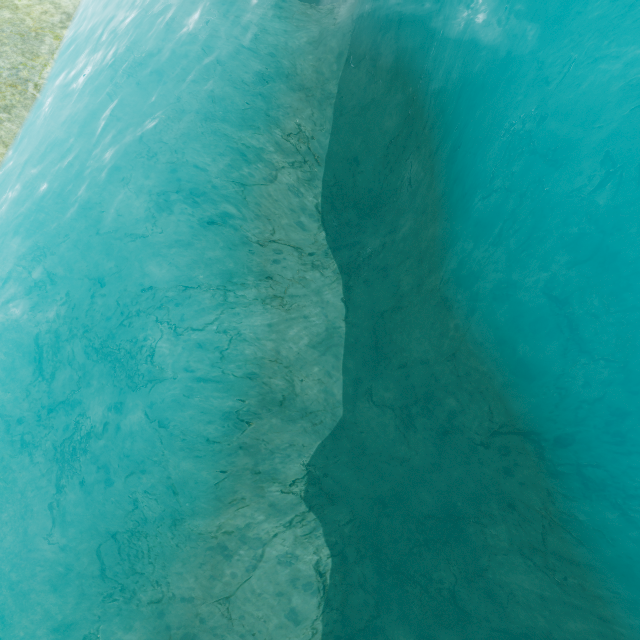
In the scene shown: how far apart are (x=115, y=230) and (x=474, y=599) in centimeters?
1301cm
